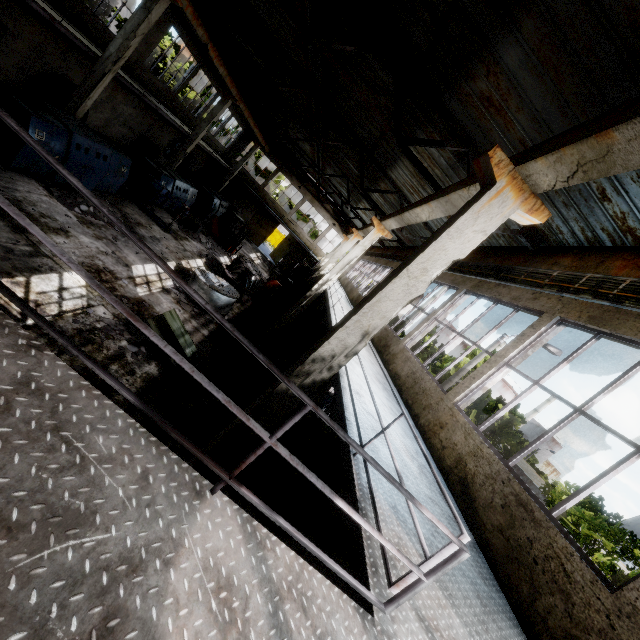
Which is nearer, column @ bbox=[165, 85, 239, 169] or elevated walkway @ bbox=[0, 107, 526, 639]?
elevated walkway @ bbox=[0, 107, 526, 639]

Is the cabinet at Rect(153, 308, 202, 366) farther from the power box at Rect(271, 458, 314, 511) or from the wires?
the wires

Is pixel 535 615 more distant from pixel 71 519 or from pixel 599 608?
pixel 71 519

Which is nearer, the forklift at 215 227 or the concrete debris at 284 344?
the concrete debris at 284 344

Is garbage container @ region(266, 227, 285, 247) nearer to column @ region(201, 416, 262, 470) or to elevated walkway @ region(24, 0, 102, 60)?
elevated walkway @ region(24, 0, 102, 60)

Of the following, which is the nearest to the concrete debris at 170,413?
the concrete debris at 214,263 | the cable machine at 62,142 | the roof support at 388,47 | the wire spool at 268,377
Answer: the wire spool at 268,377

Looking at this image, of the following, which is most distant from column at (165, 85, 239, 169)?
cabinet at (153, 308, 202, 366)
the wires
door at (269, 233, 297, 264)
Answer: cabinet at (153, 308, 202, 366)

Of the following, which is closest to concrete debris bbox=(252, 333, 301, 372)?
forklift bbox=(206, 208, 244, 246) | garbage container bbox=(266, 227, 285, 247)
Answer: forklift bbox=(206, 208, 244, 246)
